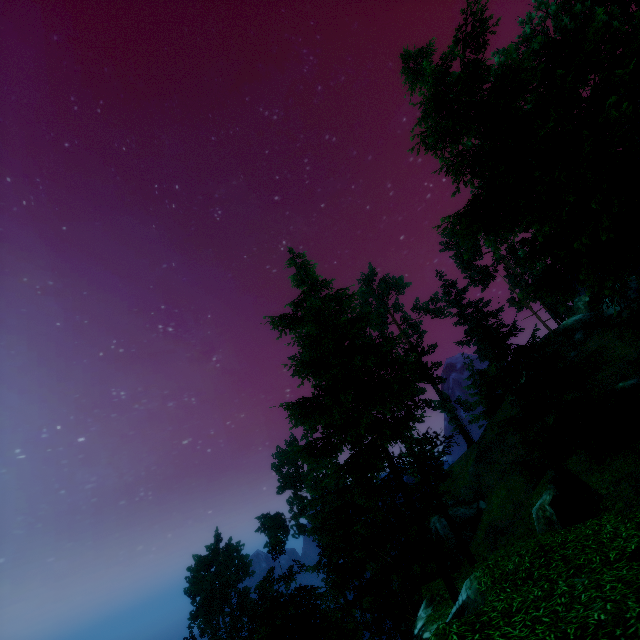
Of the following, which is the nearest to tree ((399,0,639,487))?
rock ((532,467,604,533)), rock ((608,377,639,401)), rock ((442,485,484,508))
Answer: rock ((608,377,639,401))

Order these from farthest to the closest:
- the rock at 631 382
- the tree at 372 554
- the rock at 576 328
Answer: the rock at 576 328 → the rock at 631 382 → the tree at 372 554

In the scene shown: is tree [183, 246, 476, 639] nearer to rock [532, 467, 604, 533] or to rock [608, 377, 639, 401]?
rock [608, 377, 639, 401]

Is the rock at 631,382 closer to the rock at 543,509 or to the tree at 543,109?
the tree at 543,109

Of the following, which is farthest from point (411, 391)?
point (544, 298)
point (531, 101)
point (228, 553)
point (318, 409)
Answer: point (228, 553)

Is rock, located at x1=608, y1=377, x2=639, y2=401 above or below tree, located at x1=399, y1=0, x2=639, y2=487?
below

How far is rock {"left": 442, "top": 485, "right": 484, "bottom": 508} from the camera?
35.8m

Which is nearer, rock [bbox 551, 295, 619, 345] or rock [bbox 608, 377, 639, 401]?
rock [bbox 608, 377, 639, 401]
